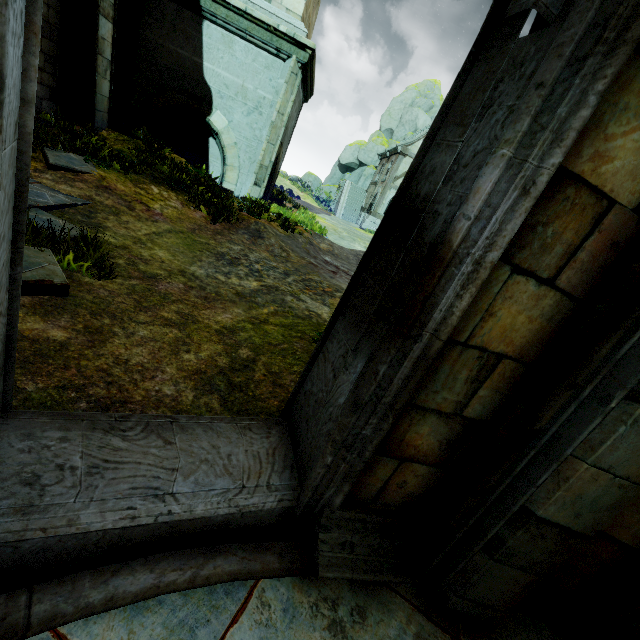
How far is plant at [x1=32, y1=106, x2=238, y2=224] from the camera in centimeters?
656cm

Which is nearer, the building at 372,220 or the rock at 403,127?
the building at 372,220

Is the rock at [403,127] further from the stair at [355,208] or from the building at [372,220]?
the building at [372,220]

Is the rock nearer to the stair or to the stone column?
the stair

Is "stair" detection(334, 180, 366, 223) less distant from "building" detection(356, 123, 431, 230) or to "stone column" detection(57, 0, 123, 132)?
"building" detection(356, 123, 431, 230)

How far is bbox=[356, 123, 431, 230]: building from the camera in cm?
2726

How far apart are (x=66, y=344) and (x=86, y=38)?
8.6 meters

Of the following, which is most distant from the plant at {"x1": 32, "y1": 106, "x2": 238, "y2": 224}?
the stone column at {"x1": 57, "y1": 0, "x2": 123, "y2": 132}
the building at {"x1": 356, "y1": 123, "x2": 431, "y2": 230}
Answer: the building at {"x1": 356, "y1": 123, "x2": 431, "y2": 230}
